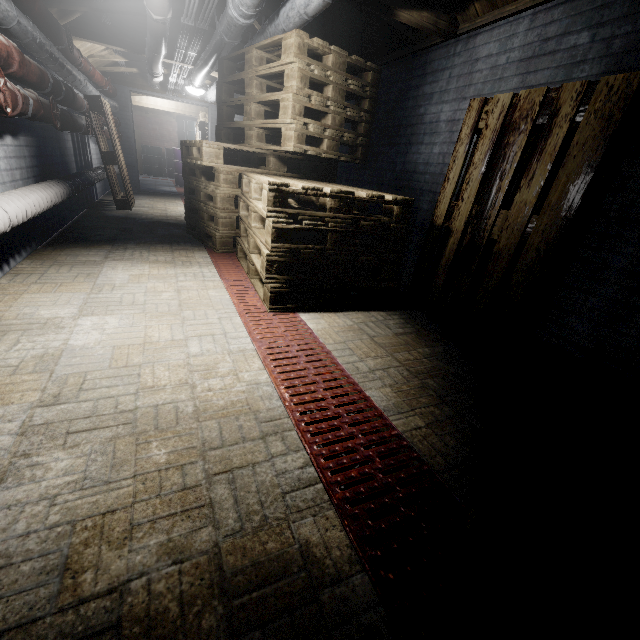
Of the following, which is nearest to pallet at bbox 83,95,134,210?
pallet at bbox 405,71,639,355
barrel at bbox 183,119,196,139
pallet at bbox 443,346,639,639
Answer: pallet at bbox 405,71,639,355

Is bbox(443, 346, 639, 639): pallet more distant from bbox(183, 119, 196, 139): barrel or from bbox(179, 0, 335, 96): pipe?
bbox(183, 119, 196, 139): barrel

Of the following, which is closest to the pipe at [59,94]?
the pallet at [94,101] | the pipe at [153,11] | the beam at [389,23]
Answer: the pallet at [94,101]

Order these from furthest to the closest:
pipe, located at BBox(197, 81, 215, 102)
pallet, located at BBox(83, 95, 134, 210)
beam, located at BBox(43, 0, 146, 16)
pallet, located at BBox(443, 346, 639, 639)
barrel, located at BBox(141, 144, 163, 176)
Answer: barrel, located at BBox(141, 144, 163, 176)
pipe, located at BBox(197, 81, 215, 102)
pallet, located at BBox(83, 95, 134, 210)
beam, located at BBox(43, 0, 146, 16)
pallet, located at BBox(443, 346, 639, 639)

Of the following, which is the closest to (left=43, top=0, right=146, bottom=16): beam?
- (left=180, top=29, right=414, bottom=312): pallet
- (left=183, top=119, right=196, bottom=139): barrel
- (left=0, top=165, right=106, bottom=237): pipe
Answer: (left=180, top=29, right=414, bottom=312): pallet

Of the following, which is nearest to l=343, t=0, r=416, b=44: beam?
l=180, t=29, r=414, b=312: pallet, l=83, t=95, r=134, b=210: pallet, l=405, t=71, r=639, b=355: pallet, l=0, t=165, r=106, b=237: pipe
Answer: l=180, t=29, r=414, b=312: pallet

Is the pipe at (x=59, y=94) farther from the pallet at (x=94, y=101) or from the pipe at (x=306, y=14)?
the pipe at (x=306, y=14)

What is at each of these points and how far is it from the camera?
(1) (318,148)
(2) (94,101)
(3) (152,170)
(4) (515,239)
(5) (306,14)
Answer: (1) pallet, 2.94m
(2) pallet, 4.32m
(3) barrel, 12.08m
(4) pallet, 1.94m
(5) pipe, 2.18m
